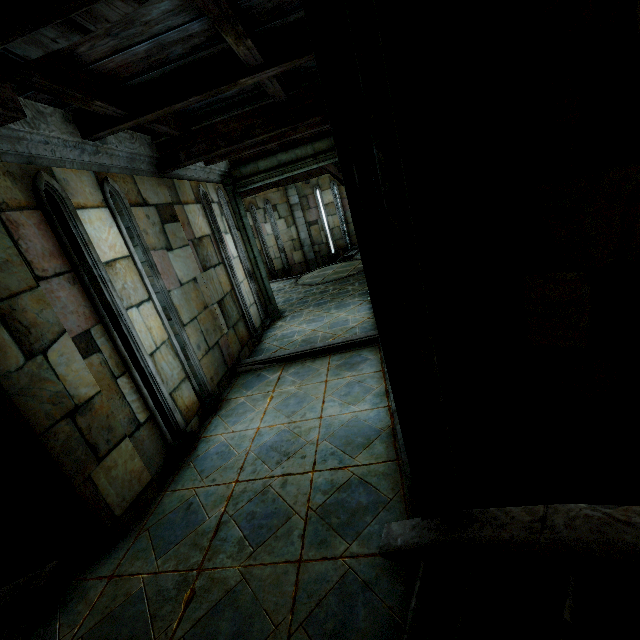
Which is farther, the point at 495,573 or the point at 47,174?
the point at 47,174

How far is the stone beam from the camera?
7.82m

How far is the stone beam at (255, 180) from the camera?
7.8 meters
